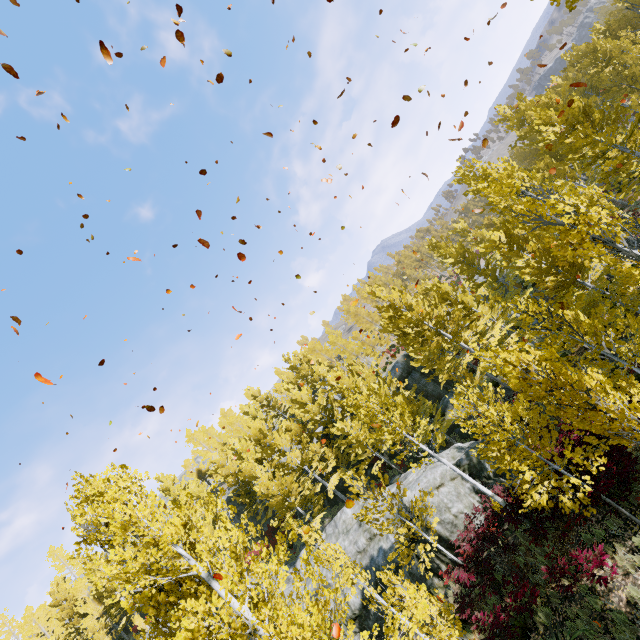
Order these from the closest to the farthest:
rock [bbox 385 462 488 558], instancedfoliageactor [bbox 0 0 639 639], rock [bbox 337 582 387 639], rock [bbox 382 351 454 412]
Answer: instancedfoliageactor [bbox 0 0 639 639], rock [bbox 385 462 488 558], rock [bbox 337 582 387 639], rock [bbox 382 351 454 412]

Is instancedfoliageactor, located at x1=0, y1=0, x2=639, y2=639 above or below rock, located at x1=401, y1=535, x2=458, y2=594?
above

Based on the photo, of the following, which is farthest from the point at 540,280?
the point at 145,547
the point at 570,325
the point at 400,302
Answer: the point at 145,547

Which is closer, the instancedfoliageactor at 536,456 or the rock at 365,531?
the instancedfoliageactor at 536,456

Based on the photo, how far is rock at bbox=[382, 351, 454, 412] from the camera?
28.2m

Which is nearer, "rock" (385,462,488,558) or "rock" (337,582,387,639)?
"rock" (385,462,488,558)

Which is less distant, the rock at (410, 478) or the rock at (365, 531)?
the rock at (410, 478)
